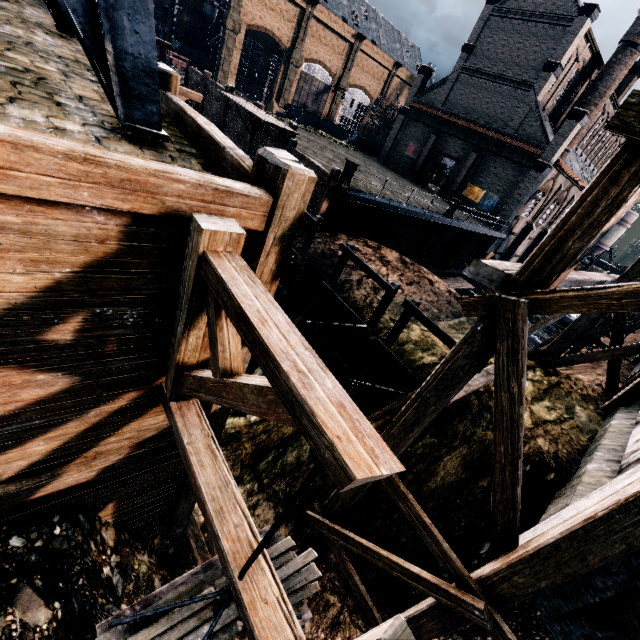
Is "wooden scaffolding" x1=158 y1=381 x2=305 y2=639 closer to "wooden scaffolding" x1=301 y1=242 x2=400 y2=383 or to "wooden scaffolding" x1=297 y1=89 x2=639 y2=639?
"wooden scaffolding" x1=297 y1=89 x2=639 y2=639

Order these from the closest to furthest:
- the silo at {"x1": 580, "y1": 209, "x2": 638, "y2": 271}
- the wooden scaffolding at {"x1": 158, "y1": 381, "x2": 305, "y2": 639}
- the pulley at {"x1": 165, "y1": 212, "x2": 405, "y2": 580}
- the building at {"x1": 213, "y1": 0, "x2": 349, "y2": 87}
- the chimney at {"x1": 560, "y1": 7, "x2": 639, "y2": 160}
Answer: A: the pulley at {"x1": 165, "y1": 212, "x2": 405, "y2": 580} < the wooden scaffolding at {"x1": 158, "y1": 381, "x2": 305, "y2": 639} < the chimney at {"x1": 560, "y1": 7, "x2": 639, "y2": 160} < the silo at {"x1": 580, "y1": 209, "x2": 638, "y2": 271} < the building at {"x1": 213, "y1": 0, "x2": 349, "y2": 87}

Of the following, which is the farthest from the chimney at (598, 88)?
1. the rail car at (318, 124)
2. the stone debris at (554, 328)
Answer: the rail car at (318, 124)

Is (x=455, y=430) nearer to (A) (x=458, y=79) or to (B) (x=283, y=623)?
(B) (x=283, y=623)

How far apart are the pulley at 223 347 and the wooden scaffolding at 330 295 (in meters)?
6.77

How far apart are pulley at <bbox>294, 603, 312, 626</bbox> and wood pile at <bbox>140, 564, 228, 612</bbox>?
0.0 meters

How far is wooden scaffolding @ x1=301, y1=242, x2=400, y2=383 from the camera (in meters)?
9.99
